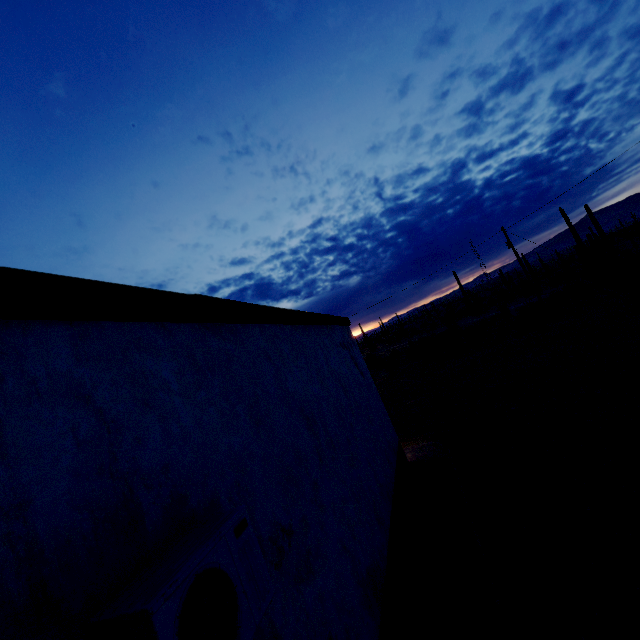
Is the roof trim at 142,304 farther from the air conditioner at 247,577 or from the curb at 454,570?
the curb at 454,570

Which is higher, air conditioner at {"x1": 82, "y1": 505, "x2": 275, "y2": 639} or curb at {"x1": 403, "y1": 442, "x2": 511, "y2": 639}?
air conditioner at {"x1": 82, "y1": 505, "x2": 275, "y2": 639}

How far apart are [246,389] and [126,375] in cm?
141

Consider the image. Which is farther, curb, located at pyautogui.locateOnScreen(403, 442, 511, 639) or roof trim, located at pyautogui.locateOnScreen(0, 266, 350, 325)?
curb, located at pyautogui.locateOnScreen(403, 442, 511, 639)

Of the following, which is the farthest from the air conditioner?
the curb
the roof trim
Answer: the curb

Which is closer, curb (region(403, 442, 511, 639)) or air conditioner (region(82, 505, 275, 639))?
air conditioner (region(82, 505, 275, 639))
